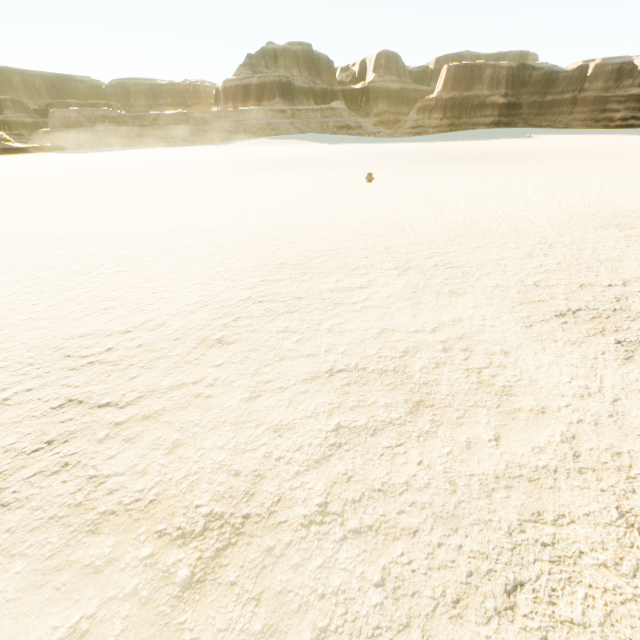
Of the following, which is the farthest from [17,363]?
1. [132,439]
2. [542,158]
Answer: [542,158]
